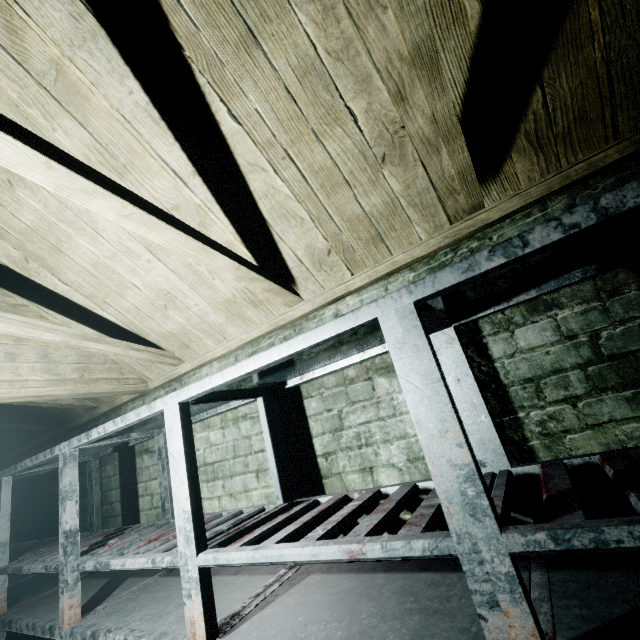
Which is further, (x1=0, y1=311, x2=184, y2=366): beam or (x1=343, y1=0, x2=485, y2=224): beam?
(x1=0, y1=311, x2=184, y2=366): beam

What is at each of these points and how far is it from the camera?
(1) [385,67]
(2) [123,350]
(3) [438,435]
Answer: (1) beam, 0.8 meters
(2) beam, 1.9 meters
(3) table, 0.8 meters

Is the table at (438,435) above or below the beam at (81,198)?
below

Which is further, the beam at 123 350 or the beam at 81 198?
the beam at 123 350

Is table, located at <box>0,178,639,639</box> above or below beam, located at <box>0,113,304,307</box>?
below

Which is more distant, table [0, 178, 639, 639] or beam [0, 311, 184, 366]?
beam [0, 311, 184, 366]
